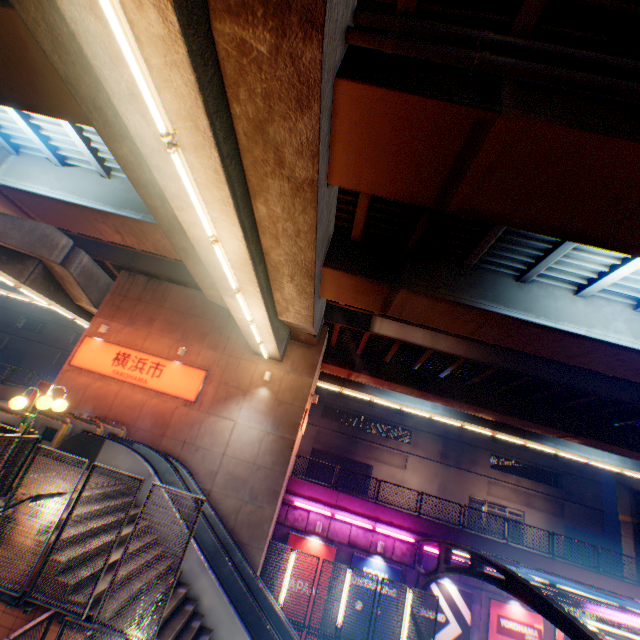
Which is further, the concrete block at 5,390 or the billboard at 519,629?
the concrete block at 5,390

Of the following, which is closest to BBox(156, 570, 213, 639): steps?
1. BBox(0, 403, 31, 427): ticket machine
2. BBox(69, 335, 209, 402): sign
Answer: BBox(0, 403, 31, 427): ticket machine

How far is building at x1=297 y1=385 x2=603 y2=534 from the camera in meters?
36.8 m

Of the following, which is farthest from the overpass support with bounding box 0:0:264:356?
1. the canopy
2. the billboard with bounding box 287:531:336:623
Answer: the billboard with bounding box 287:531:336:623

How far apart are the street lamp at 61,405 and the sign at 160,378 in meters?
8.1

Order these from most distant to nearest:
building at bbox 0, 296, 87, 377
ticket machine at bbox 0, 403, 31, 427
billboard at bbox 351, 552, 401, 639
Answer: building at bbox 0, 296, 87, 377 → billboard at bbox 351, 552, 401, 639 → ticket machine at bbox 0, 403, 31, 427

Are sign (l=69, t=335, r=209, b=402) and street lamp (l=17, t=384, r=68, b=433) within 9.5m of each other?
yes

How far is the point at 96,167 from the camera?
10.5m
